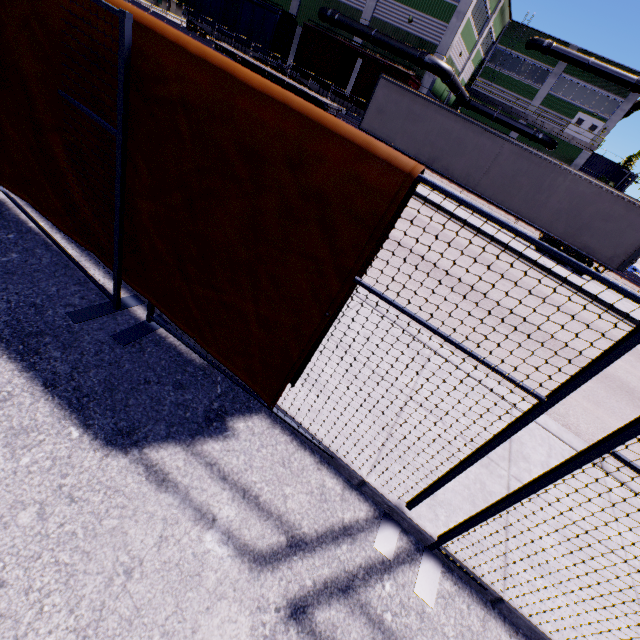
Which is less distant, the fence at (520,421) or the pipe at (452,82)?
the fence at (520,421)

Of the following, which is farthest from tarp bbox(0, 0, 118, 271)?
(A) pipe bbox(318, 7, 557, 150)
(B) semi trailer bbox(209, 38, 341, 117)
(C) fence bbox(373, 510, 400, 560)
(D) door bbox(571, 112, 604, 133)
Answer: (D) door bbox(571, 112, 604, 133)

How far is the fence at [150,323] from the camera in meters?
2.8

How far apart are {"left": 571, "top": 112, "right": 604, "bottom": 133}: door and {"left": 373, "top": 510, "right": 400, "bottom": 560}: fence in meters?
50.4

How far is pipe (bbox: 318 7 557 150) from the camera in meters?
27.5

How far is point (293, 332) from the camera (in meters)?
2.22

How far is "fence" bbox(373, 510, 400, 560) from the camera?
2.4m

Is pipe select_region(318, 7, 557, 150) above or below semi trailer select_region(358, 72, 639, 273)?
above
